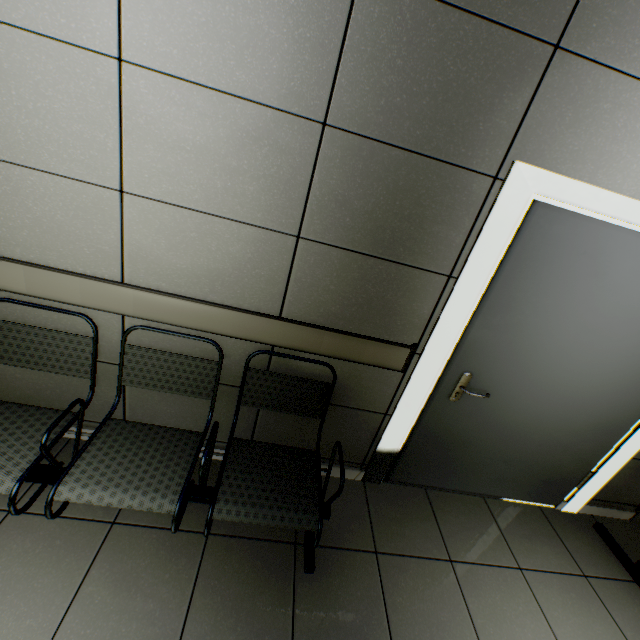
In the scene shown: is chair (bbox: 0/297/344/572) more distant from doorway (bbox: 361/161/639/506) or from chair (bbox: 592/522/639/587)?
chair (bbox: 592/522/639/587)

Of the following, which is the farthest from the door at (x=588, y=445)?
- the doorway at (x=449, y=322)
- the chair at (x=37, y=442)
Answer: the chair at (x=37, y=442)

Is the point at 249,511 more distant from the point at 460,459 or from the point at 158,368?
the point at 460,459

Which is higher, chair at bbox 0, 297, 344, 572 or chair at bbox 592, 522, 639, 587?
chair at bbox 0, 297, 344, 572

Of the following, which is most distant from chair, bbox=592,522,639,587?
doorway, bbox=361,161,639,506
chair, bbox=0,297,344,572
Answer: chair, bbox=0,297,344,572

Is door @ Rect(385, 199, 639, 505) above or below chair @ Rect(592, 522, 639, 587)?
above

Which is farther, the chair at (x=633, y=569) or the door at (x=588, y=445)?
the chair at (x=633, y=569)
